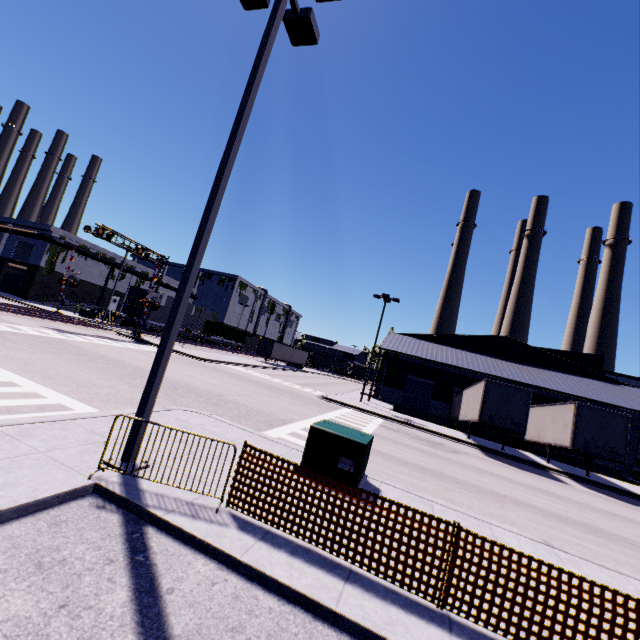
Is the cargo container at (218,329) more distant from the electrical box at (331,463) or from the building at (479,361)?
the electrical box at (331,463)

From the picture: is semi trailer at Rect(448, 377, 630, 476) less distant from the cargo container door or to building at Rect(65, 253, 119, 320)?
building at Rect(65, 253, 119, 320)

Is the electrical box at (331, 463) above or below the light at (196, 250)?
below

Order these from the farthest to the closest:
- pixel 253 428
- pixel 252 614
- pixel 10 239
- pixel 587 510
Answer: pixel 10 239, pixel 587 510, pixel 253 428, pixel 252 614

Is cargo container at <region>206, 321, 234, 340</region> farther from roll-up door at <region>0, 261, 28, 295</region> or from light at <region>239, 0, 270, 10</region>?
light at <region>239, 0, 270, 10</region>

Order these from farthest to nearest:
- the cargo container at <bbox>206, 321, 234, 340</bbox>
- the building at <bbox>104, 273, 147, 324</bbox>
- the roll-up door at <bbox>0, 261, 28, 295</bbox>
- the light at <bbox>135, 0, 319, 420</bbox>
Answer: the cargo container at <bbox>206, 321, 234, 340</bbox>
the building at <bbox>104, 273, 147, 324</bbox>
the roll-up door at <bbox>0, 261, 28, 295</bbox>
the light at <bbox>135, 0, 319, 420</bbox>

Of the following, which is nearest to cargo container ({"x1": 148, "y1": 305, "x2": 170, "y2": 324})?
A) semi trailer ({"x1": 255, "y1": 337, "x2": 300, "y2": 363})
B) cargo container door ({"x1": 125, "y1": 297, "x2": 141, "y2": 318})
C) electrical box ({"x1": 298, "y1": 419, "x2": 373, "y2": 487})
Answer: cargo container door ({"x1": 125, "y1": 297, "x2": 141, "y2": 318})

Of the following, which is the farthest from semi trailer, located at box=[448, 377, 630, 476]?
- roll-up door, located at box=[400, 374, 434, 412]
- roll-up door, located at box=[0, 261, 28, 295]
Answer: roll-up door, located at box=[0, 261, 28, 295]
